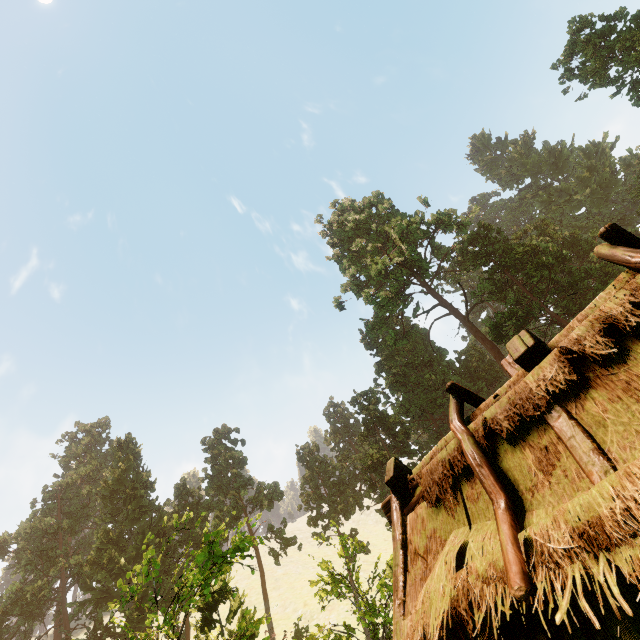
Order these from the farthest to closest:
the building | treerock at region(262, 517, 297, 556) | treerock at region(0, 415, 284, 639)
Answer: treerock at region(262, 517, 297, 556)
treerock at region(0, 415, 284, 639)
the building

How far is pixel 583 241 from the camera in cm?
3456

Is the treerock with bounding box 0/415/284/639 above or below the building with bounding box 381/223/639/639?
above

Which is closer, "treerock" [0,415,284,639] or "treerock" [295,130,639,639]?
"treerock" [0,415,284,639]

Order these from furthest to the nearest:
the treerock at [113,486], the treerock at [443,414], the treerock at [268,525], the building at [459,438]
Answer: the treerock at [268,525]
the treerock at [443,414]
the treerock at [113,486]
the building at [459,438]

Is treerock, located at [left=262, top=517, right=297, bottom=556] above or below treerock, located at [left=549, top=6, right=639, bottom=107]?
below

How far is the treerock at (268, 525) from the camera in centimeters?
3953cm
